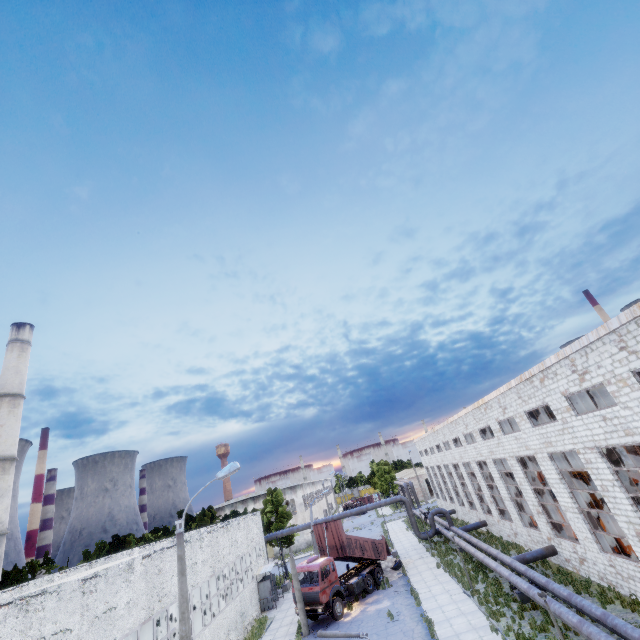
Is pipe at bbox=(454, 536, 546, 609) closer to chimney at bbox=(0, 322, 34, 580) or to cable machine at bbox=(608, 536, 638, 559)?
cable machine at bbox=(608, 536, 638, 559)

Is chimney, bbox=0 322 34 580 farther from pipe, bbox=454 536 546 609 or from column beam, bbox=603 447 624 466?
column beam, bbox=603 447 624 466

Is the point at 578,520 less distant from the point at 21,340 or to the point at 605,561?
the point at 605,561

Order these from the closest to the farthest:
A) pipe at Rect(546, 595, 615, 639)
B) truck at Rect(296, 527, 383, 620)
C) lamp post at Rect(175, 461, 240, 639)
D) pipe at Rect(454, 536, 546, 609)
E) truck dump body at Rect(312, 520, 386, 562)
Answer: lamp post at Rect(175, 461, 240, 639), pipe at Rect(546, 595, 615, 639), pipe at Rect(454, 536, 546, 609), truck at Rect(296, 527, 383, 620), truck dump body at Rect(312, 520, 386, 562)

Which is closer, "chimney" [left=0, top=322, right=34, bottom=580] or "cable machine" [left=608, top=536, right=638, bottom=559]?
"cable machine" [left=608, top=536, right=638, bottom=559]

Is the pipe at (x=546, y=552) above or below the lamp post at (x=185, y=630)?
below

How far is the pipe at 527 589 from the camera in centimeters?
1630cm

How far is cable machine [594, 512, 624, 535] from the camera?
19.4 meters
